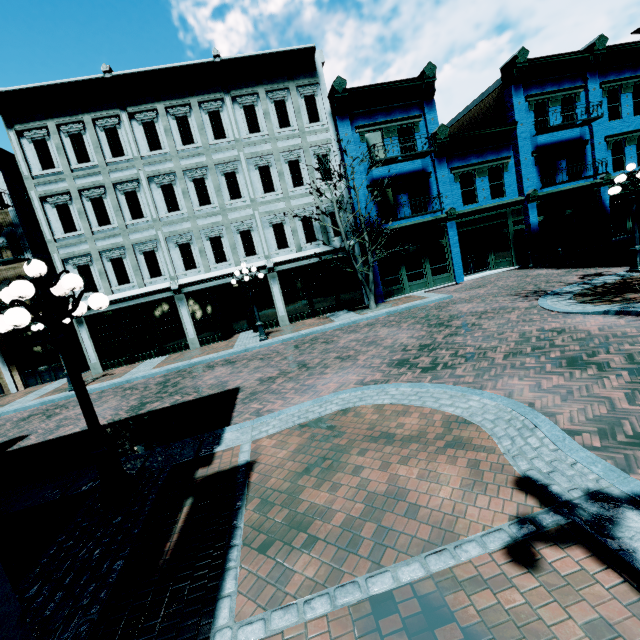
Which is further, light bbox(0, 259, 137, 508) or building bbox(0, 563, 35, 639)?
light bbox(0, 259, 137, 508)

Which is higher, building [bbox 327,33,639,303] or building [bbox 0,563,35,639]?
building [bbox 327,33,639,303]

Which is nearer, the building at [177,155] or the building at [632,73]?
the building at [177,155]

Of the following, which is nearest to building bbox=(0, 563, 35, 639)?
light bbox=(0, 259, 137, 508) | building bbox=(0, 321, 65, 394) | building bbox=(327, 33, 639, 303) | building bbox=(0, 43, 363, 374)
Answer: building bbox=(327, 33, 639, 303)

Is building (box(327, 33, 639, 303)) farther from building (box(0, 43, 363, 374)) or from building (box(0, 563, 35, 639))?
building (box(0, 563, 35, 639))

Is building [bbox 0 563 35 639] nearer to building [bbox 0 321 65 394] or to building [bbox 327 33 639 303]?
building [bbox 327 33 639 303]

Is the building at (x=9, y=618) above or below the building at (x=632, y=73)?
below

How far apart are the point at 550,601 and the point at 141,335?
18.4 meters
